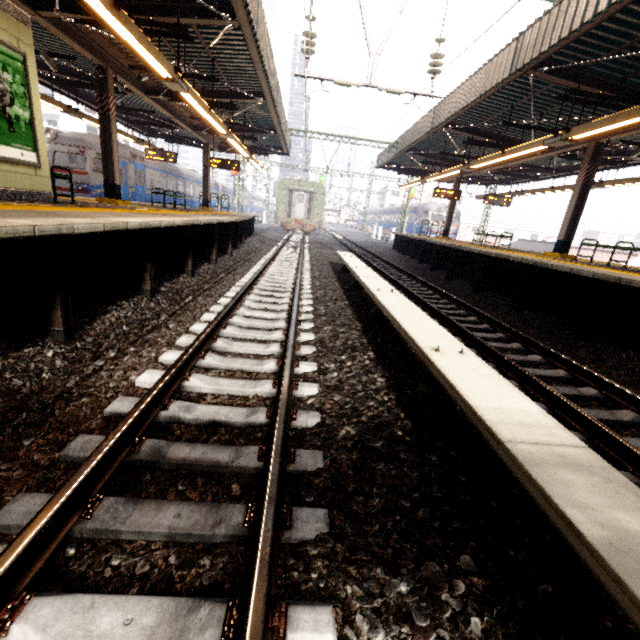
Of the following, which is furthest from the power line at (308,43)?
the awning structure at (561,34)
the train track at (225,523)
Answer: the train track at (225,523)

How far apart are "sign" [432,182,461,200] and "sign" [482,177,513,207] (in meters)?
1.35

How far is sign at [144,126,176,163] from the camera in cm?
1617

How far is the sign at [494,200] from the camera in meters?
17.5

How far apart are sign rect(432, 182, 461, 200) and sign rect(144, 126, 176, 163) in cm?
1365

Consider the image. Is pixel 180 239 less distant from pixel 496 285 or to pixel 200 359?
pixel 200 359

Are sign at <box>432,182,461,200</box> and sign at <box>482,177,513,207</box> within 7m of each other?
yes

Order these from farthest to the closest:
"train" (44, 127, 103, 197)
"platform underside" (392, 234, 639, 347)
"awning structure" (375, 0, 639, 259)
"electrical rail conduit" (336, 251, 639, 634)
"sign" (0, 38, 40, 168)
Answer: "train" (44, 127, 103, 197) < "awning structure" (375, 0, 639, 259) < "platform underside" (392, 234, 639, 347) < "sign" (0, 38, 40, 168) < "electrical rail conduit" (336, 251, 639, 634)
